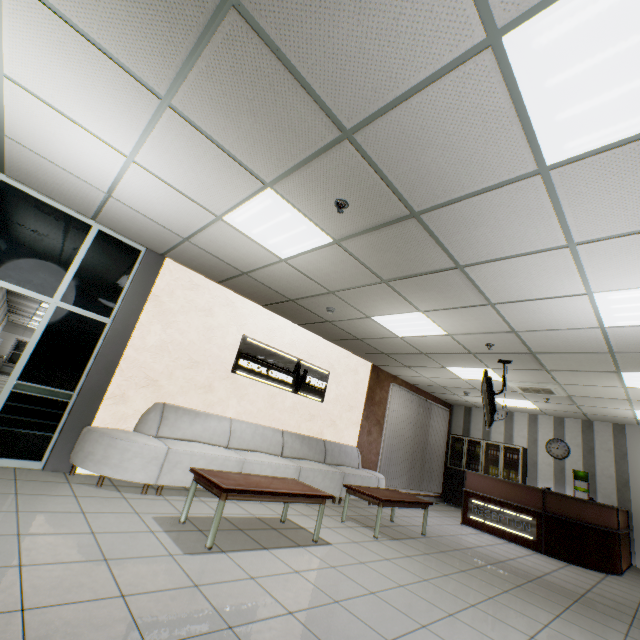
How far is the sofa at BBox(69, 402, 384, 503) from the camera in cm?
399

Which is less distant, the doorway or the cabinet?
the doorway

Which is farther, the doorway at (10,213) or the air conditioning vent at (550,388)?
the air conditioning vent at (550,388)

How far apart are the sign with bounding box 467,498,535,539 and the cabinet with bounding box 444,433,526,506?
2.8m

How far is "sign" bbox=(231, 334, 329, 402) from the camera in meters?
6.1 m

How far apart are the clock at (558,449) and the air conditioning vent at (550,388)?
2.97m

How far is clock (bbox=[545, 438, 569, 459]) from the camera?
9.2m

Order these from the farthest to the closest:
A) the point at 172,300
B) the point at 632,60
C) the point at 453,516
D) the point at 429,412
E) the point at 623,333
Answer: the point at 429,412
the point at 453,516
the point at 172,300
the point at 623,333
the point at 632,60
